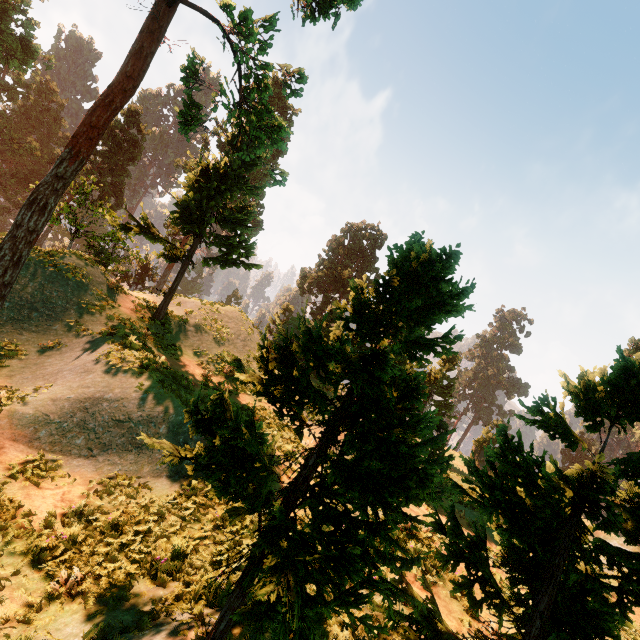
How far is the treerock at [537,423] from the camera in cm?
428

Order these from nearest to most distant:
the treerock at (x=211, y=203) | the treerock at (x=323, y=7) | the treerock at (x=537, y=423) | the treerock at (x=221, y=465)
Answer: the treerock at (x=221, y=465)
the treerock at (x=537, y=423)
the treerock at (x=211, y=203)
the treerock at (x=323, y=7)

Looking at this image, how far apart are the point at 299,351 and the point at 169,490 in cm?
757

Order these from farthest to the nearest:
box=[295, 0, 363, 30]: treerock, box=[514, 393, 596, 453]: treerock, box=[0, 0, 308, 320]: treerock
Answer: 1. box=[295, 0, 363, 30]: treerock
2. box=[0, 0, 308, 320]: treerock
3. box=[514, 393, 596, 453]: treerock

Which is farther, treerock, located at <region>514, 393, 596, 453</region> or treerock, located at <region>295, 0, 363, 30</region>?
treerock, located at <region>295, 0, 363, 30</region>

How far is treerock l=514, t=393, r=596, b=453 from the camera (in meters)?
4.28

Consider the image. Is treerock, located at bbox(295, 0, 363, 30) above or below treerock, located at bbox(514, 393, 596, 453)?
above
